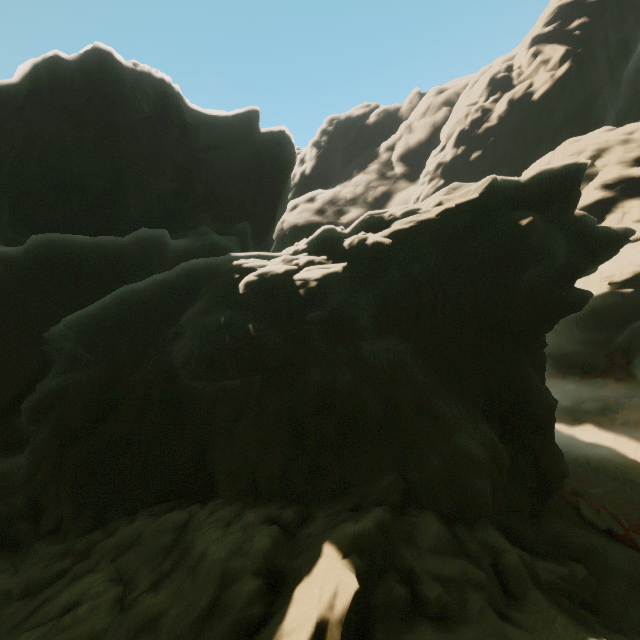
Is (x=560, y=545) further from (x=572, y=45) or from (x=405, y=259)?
(x=572, y=45)
